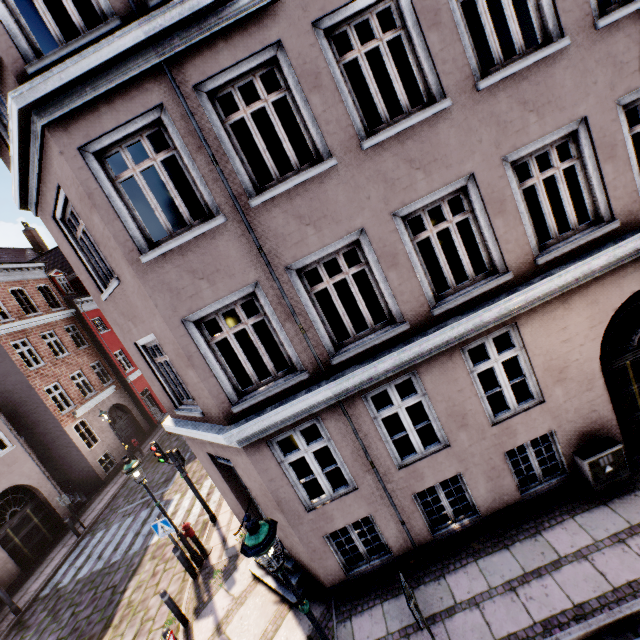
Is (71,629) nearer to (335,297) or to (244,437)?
(244,437)

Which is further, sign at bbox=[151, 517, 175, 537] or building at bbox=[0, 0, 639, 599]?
sign at bbox=[151, 517, 175, 537]

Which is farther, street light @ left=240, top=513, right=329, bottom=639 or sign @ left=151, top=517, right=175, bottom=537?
sign @ left=151, top=517, right=175, bottom=537

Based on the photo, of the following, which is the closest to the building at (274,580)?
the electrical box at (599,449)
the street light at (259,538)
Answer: the electrical box at (599,449)

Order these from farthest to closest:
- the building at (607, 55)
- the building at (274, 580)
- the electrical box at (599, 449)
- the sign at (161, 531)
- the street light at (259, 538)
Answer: the sign at (161, 531) → the building at (274, 580) → the electrical box at (599, 449) → the building at (607, 55) → the street light at (259, 538)

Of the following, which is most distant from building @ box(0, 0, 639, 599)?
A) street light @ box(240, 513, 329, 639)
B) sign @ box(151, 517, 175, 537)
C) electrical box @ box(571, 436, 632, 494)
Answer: sign @ box(151, 517, 175, 537)

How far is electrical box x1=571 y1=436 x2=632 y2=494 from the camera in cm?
607

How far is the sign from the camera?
8.9m
